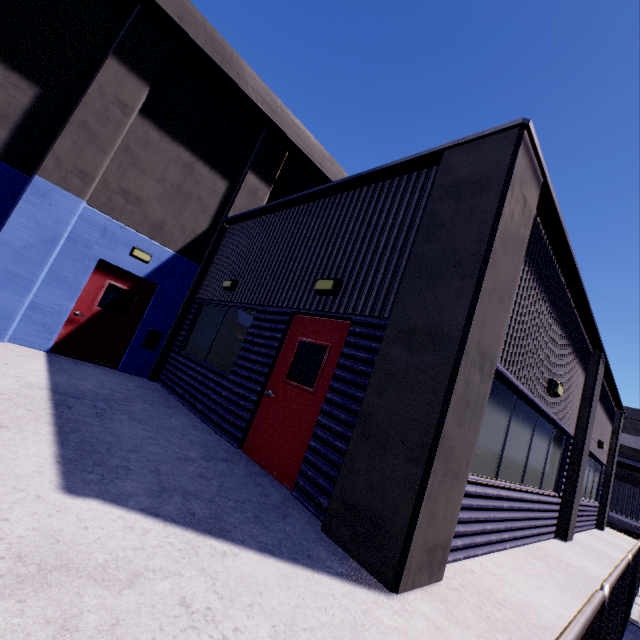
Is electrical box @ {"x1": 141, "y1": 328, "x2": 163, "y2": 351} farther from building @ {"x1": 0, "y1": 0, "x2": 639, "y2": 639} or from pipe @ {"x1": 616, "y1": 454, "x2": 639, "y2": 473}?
pipe @ {"x1": 616, "y1": 454, "x2": 639, "y2": 473}

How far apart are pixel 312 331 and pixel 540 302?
3.9 meters

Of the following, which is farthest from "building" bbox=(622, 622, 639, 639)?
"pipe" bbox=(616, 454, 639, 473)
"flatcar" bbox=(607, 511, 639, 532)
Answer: "flatcar" bbox=(607, 511, 639, 532)

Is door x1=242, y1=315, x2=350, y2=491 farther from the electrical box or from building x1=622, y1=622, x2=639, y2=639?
the electrical box

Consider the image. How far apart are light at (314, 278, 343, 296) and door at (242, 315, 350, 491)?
0.3m

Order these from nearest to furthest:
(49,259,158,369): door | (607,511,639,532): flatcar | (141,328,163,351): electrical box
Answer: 1. (49,259,158,369): door
2. (141,328,163,351): electrical box
3. (607,511,639,532): flatcar

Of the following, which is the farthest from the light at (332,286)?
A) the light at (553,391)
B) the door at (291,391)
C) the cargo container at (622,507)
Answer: the cargo container at (622,507)

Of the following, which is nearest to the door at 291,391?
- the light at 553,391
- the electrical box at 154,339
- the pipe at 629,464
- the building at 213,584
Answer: the building at 213,584
